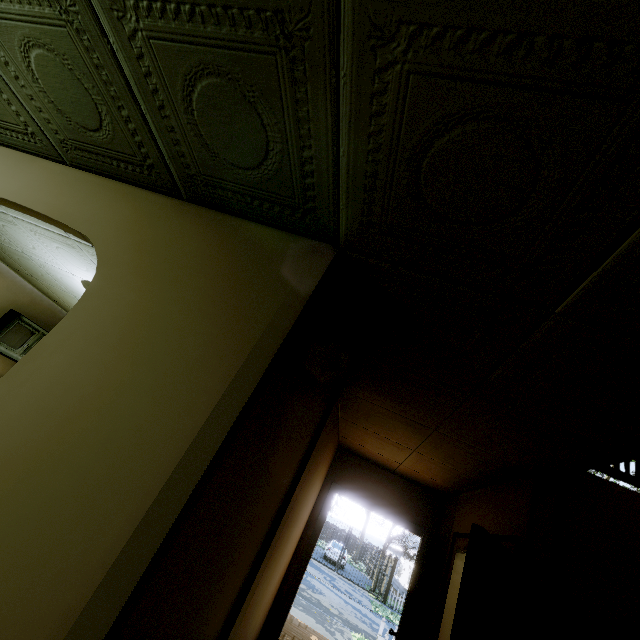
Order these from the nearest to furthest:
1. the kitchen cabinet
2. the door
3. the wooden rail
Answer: the door, the wooden rail, the kitchen cabinet

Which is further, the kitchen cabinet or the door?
the kitchen cabinet

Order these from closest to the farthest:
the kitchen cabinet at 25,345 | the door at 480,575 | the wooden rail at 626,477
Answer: the door at 480,575 → the wooden rail at 626,477 → the kitchen cabinet at 25,345

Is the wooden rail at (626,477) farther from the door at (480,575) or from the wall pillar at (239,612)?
Result: the wall pillar at (239,612)

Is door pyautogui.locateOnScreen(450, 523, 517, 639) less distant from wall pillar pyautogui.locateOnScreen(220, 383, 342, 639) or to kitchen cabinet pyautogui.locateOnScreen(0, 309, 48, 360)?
wall pillar pyautogui.locateOnScreen(220, 383, 342, 639)

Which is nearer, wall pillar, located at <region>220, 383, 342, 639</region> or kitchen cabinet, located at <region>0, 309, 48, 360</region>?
wall pillar, located at <region>220, 383, 342, 639</region>

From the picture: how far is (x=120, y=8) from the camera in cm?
116
